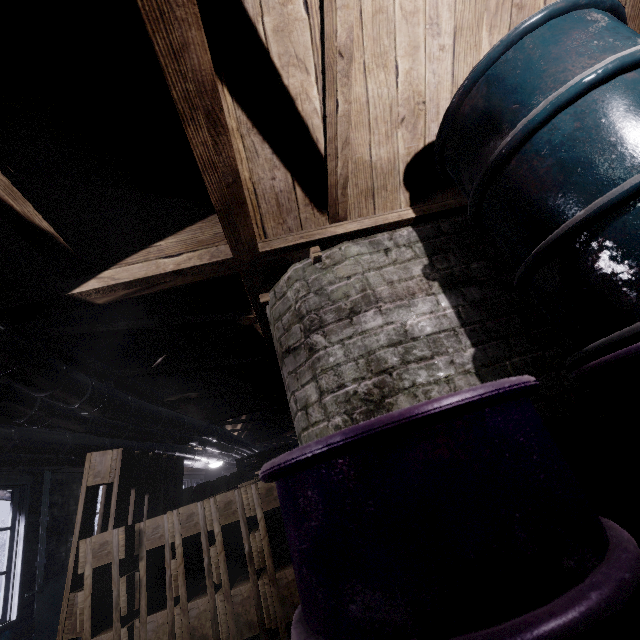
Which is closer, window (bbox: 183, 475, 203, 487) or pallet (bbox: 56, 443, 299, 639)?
pallet (bbox: 56, 443, 299, 639)

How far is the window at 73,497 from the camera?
3.8m

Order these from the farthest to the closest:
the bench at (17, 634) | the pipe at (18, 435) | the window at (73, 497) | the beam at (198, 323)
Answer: the window at (73, 497), the bench at (17, 634), the beam at (198, 323), the pipe at (18, 435)

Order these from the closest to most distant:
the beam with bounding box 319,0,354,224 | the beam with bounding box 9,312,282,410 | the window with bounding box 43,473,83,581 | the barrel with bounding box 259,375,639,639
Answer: the barrel with bounding box 259,375,639,639 < the beam with bounding box 319,0,354,224 < the beam with bounding box 9,312,282,410 < the window with bounding box 43,473,83,581

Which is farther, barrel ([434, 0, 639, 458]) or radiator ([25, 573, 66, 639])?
radiator ([25, 573, 66, 639])

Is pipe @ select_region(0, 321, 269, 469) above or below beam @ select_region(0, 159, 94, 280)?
below

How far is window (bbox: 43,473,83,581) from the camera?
3.81m

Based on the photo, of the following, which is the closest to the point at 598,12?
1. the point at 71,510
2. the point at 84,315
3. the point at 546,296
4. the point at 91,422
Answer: the point at 546,296
